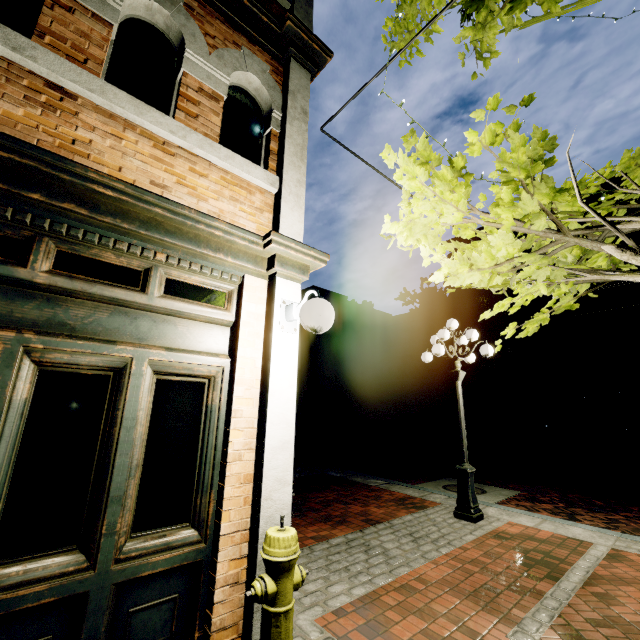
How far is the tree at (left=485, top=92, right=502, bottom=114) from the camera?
1.7m

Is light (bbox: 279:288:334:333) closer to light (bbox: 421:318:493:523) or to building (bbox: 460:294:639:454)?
building (bbox: 460:294:639:454)

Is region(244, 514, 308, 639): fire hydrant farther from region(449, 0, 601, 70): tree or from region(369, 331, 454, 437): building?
region(449, 0, 601, 70): tree

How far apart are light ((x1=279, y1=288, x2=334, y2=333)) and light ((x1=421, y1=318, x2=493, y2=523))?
3.8 meters

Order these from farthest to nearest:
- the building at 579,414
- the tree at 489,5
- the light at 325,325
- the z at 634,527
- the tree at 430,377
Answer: the tree at 430,377 < the building at 579,414 < the z at 634,527 < the light at 325,325 < the tree at 489,5

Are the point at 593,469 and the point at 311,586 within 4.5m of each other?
no

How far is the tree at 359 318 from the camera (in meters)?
23.78

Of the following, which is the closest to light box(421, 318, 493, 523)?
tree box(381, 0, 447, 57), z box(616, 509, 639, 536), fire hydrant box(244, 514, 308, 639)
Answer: z box(616, 509, 639, 536)
